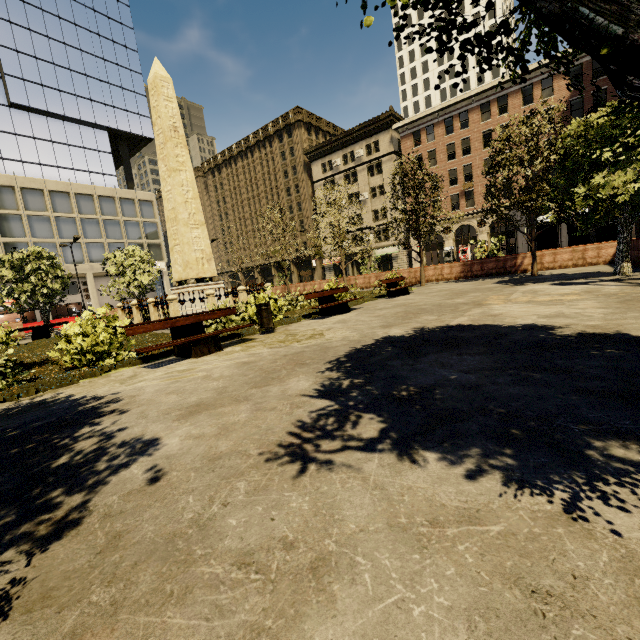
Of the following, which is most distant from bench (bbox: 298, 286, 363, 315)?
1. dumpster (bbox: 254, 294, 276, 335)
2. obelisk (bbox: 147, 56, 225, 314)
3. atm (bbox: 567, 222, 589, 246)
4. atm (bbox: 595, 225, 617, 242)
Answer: atm (bbox: 595, 225, 617, 242)

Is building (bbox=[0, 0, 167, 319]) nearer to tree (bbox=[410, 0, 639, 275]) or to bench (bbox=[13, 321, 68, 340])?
tree (bbox=[410, 0, 639, 275])

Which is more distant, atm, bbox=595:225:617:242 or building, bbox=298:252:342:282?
building, bbox=298:252:342:282

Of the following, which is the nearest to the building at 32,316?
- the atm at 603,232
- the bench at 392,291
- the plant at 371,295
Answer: the atm at 603,232

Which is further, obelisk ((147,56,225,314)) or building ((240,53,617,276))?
building ((240,53,617,276))

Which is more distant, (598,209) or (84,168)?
(84,168)

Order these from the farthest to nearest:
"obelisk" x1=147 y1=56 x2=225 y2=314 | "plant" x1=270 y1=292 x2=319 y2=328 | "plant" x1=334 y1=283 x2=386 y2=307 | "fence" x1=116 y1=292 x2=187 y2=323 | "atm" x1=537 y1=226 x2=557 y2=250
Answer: "atm" x1=537 y1=226 x2=557 y2=250 → "obelisk" x1=147 y1=56 x2=225 y2=314 → "plant" x1=334 y1=283 x2=386 y2=307 → "fence" x1=116 y1=292 x2=187 y2=323 → "plant" x1=270 y1=292 x2=319 y2=328

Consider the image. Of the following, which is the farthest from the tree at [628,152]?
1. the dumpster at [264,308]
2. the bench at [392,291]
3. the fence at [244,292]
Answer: the dumpster at [264,308]
